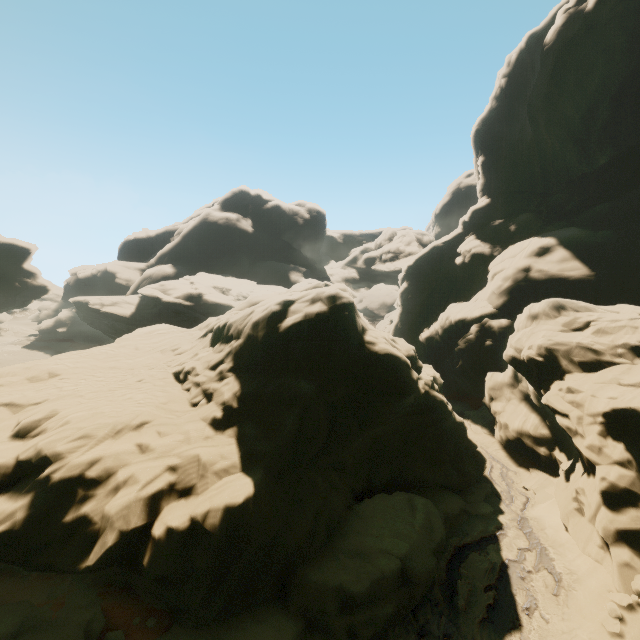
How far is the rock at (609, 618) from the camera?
10.1m

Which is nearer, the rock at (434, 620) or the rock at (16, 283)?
the rock at (434, 620)

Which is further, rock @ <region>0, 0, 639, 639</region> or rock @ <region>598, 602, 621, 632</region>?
rock @ <region>598, 602, 621, 632</region>

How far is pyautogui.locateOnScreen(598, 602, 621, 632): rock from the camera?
10.1m

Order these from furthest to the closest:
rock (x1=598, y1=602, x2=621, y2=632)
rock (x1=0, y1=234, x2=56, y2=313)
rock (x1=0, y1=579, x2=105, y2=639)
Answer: rock (x1=0, y1=234, x2=56, y2=313) → rock (x1=598, y1=602, x2=621, y2=632) → rock (x1=0, y1=579, x2=105, y2=639)

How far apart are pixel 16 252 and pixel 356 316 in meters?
39.4 m
